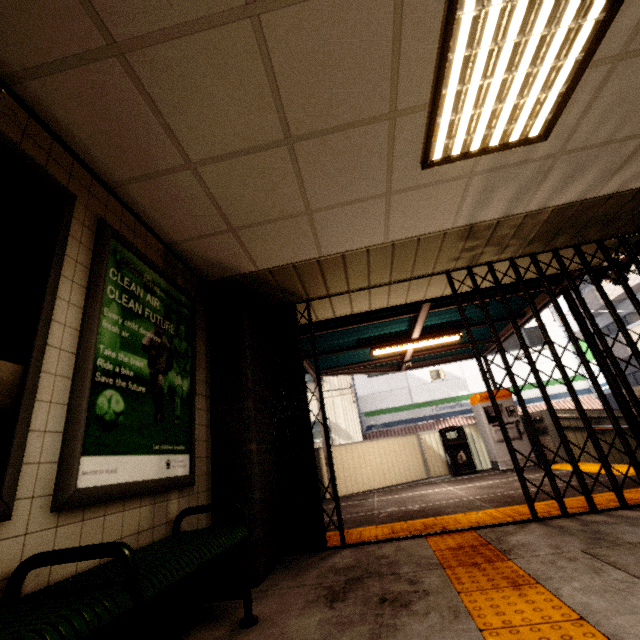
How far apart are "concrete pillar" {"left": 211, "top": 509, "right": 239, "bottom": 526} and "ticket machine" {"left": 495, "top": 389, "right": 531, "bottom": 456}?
6.2m

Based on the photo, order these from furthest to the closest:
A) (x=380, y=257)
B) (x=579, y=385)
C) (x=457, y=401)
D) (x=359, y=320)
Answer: (x=457, y=401) → (x=579, y=385) → (x=359, y=320) → (x=380, y=257)

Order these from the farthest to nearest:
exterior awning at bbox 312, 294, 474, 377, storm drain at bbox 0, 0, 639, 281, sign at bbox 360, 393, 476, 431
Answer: sign at bbox 360, 393, 476, 431
exterior awning at bbox 312, 294, 474, 377
storm drain at bbox 0, 0, 639, 281

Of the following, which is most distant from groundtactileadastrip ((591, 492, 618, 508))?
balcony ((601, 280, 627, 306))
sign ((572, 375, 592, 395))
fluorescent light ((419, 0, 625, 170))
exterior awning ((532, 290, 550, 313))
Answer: balcony ((601, 280, 627, 306))

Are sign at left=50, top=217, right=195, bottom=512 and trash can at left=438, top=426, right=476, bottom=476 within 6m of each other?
no

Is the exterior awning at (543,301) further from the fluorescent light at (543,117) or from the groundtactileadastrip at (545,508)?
the fluorescent light at (543,117)

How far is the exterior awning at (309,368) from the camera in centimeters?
673cm

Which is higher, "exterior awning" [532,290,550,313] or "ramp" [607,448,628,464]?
"exterior awning" [532,290,550,313]
